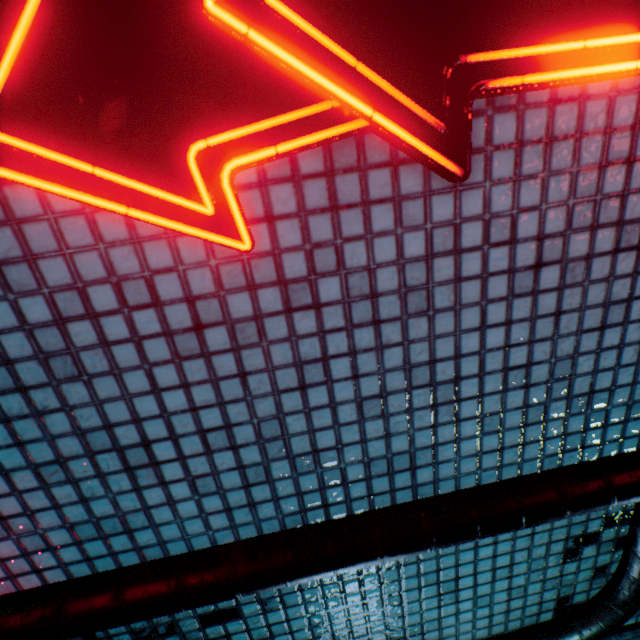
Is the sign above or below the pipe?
above

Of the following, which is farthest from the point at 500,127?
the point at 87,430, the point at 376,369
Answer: the point at 87,430

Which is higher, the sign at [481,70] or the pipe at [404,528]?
the sign at [481,70]
